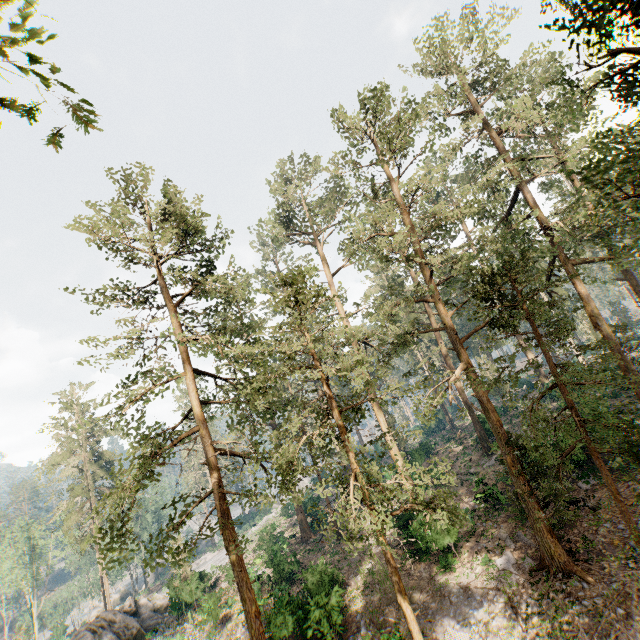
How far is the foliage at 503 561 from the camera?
16.39m

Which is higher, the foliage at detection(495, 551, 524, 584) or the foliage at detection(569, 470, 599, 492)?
the foliage at detection(569, 470, 599, 492)

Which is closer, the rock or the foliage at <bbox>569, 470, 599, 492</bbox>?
the foliage at <bbox>569, 470, 599, 492</bbox>

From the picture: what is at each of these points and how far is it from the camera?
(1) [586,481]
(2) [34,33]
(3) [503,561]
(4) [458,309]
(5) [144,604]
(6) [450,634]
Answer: (1) foliage, 18.9m
(2) foliage, 5.1m
(3) foliage, 17.6m
(4) foliage, 20.3m
(5) rock, 31.8m
(6) foliage, 15.4m

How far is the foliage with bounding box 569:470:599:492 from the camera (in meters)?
18.58

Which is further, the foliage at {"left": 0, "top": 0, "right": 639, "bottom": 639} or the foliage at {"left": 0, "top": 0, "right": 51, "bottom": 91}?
the foliage at {"left": 0, "top": 0, "right": 639, "bottom": 639}

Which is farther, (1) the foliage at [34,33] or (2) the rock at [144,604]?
(2) the rock at [144,604]

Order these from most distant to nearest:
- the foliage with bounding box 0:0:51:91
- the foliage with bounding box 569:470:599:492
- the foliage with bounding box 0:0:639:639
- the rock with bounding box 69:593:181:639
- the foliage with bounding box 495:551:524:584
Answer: the rock with bounding box 69:593:181:639, the foliage with bounding box 569:470:599:492, the foliage with bounding box 495:551:524:584, the foliage with bounding box 0:0:639:639, the foliage with bounding box 0:0:51:91
